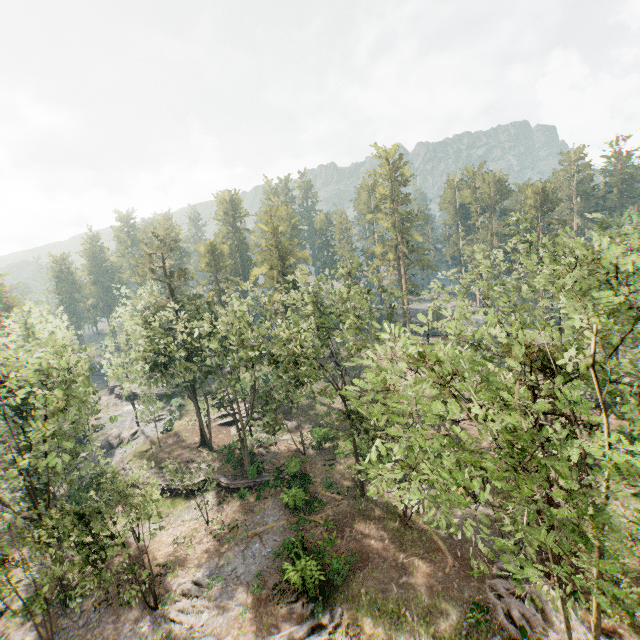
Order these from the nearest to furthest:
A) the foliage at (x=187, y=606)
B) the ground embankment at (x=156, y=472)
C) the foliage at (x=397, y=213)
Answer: the foliage at (x=397, y=213) < the foliage at (x=187, y=606) < the ground embankment at (x=156, y=472)

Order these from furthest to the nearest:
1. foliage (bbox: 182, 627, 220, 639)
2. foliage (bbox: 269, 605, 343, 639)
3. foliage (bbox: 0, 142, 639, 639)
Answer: foliage (bbox: 182, 627, 220, 639) < foliage (bbox: 269, 605, 343, 639) < foliage (bbox: 0, 142, 639, 639)

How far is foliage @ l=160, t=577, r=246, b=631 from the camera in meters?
20.6

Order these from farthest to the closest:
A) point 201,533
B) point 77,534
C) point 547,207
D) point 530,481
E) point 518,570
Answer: point 547,207 < point 201,533 < point 77,534 < point 518,570 < point 530,481

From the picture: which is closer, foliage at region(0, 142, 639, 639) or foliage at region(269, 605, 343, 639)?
foliage at region(0, 142, 639, 639)

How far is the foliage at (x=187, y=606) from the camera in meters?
20.6 m

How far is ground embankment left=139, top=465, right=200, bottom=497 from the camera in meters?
32.6 m
